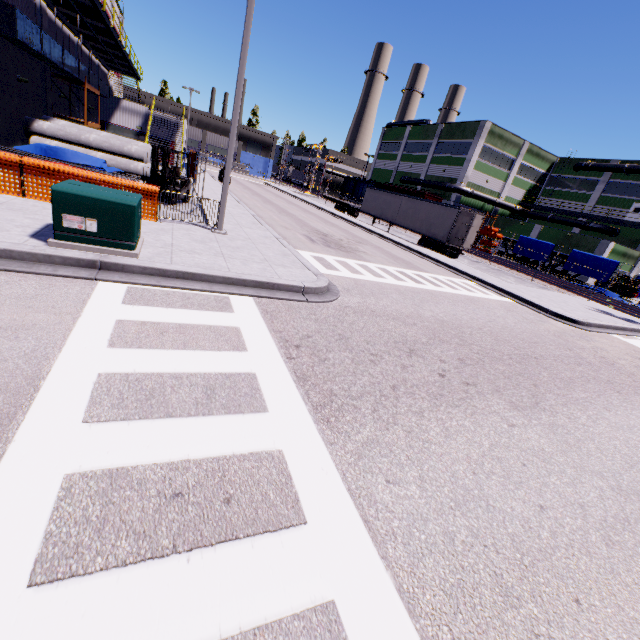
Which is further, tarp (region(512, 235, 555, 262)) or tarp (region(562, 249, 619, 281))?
tarp (region(512, 235, 555, 262))

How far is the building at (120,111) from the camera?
32.0m

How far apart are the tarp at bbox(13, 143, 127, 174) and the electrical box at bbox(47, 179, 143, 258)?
11.4m

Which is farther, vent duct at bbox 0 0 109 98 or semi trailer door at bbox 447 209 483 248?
semi trailer door at bbox 447 209 483 248

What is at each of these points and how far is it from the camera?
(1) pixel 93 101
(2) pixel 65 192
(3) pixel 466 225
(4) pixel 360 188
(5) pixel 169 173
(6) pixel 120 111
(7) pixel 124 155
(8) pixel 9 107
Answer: (1) building, 30.4 meters
(2) electrical box, 5.9 meters
(3) semi trailer door, 24.2 meters
(4) cargo car, 56.9 meters
(5) forklift, 13.3 meters
(6) building, 32.7 meters
(7) concrete pipe, 18.5 meters
(8) building, 15.4 meters

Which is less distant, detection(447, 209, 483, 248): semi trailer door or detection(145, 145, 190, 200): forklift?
detection(145, 145, 190, 200): forklift

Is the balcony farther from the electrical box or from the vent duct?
the electrical box

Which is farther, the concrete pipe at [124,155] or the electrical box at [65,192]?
the concrete pipe at [124,155]
